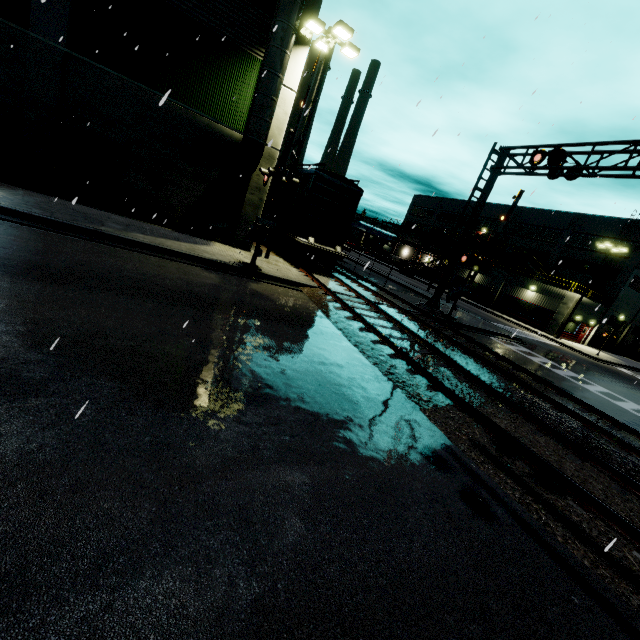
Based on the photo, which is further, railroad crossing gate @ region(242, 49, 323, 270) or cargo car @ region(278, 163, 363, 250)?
cargo car @ region(278, 163, 363, 250)

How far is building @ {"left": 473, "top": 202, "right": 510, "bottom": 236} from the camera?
50.3 meters

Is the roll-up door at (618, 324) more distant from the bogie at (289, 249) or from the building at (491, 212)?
the bogie at (289, 249)

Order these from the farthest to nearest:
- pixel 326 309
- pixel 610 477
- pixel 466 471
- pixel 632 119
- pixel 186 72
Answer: pixel 186 72, pixel 326 309, pixel 632 119, pixel 610 477, pixel 466 471

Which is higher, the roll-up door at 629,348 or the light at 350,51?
the light at 350,51

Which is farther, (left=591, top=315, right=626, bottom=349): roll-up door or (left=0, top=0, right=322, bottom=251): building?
(left=591, top=315, right=626, bottom=349): roll-up door
